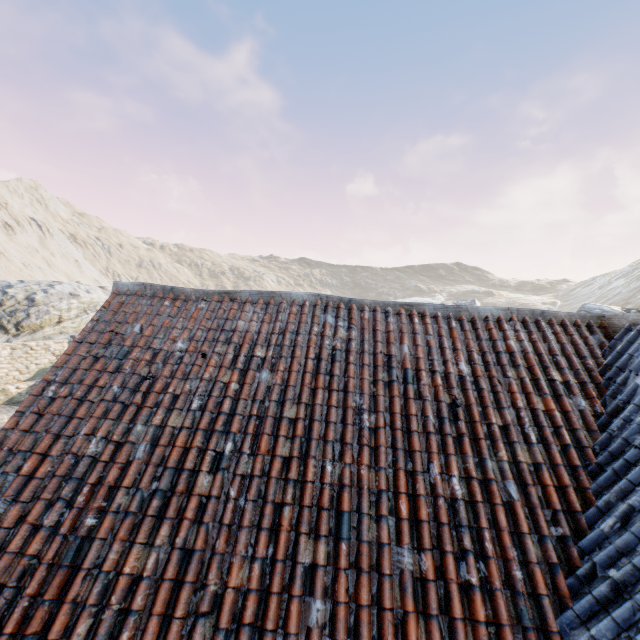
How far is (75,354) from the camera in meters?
4.5 m
